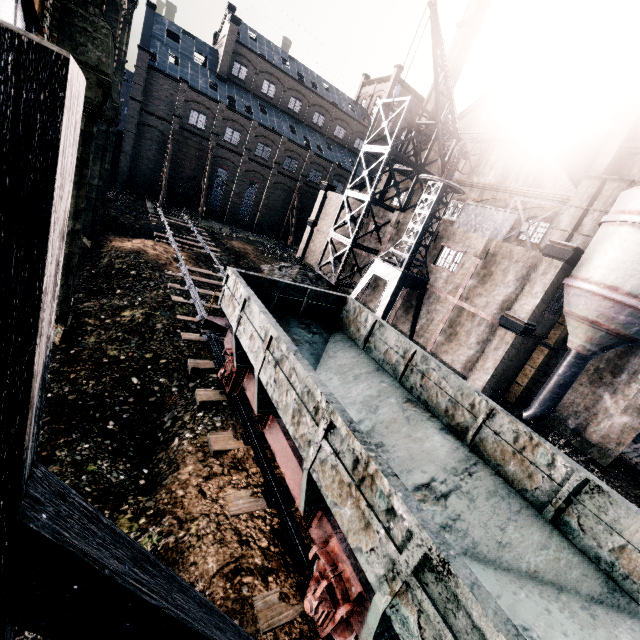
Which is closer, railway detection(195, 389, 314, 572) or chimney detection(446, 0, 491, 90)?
railway detection(195, 389, 314, 572)

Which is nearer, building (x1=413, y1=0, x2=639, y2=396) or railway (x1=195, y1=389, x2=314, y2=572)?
railway (x1=195, y1=389, x2=314, y2=572)

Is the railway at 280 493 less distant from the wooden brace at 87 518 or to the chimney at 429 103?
the wooden brace at 87 518

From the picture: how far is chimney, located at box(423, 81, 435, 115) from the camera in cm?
4116

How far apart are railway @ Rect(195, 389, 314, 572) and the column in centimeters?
1947cm

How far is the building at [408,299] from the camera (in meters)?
25.55

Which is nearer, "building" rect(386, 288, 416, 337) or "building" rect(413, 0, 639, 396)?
"building" rect(413, 0, 639, 396)

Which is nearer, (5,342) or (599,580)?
(5,342)
